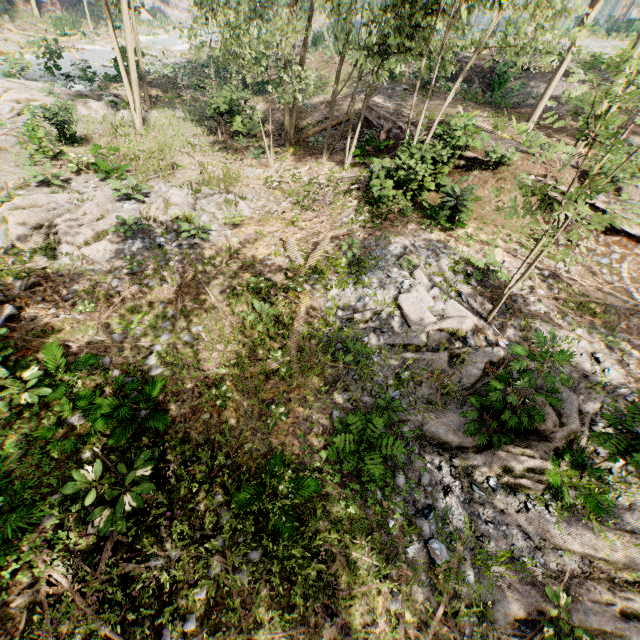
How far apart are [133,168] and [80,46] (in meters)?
35.19

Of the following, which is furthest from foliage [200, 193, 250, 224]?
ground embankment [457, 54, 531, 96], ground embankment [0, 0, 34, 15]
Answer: ground embankment [457, 54, 531, 96]

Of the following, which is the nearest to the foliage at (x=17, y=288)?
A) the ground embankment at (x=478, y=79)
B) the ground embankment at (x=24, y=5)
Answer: the ground embankment at (x=24, y=5)

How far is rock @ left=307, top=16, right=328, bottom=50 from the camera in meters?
37.0 m

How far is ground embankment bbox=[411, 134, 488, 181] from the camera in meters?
12.3 m

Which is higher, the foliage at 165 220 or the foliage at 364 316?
the foliage at 364 316

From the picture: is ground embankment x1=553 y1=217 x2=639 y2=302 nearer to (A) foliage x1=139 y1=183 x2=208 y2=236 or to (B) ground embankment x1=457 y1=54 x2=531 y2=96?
(A) foliage x1=139 y1=183 x2=208 y2=236
